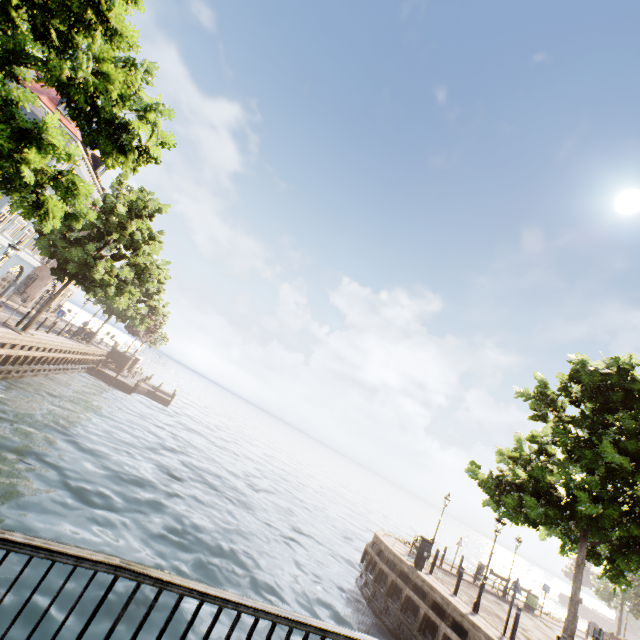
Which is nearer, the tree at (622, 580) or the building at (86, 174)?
the tree at (622, 580)

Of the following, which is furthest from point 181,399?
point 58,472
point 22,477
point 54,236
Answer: point 22,477

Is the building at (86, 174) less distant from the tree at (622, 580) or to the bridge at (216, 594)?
the tree at (622, 580)

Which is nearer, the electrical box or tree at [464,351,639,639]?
tree at [464,351,639,639]

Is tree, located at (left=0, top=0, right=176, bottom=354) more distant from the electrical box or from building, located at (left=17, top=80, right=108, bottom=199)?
building, located at (left=17, top=80, right=108, bottom=199)

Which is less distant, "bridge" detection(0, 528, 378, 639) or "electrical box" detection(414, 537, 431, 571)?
"bridge" detection(0, 528, 378, 639)
